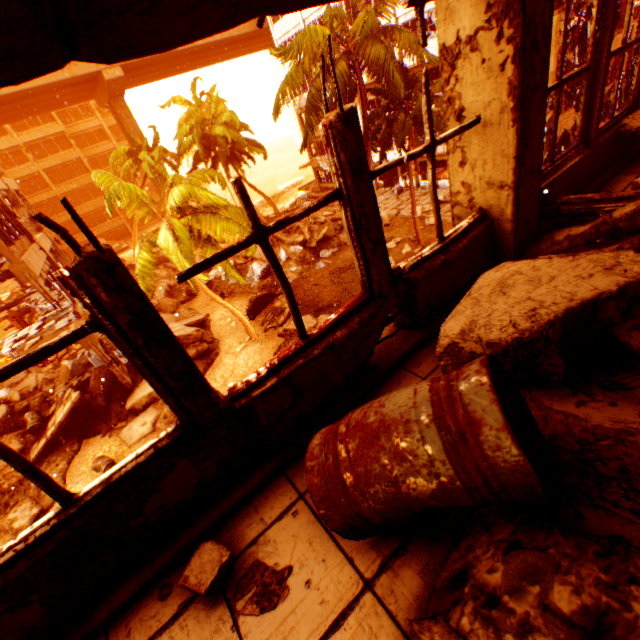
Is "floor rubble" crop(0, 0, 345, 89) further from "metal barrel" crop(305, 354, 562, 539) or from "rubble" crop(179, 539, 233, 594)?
"rubble" crop(179, 539, 233, 594)

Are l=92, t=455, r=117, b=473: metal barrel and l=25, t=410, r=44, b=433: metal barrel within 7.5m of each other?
yes

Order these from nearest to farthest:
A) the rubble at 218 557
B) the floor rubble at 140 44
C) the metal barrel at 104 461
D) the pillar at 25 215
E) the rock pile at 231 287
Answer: the floor rubble at 140 44 → the rubble at 218 557 → the metal barrel at 104 461 → the pillar at 25 215 → the rock pile at 231 287

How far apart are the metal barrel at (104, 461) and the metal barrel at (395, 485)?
11.9m

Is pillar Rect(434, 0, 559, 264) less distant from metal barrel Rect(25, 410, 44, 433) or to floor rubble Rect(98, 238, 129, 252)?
metal barrel Rect(25, 410, 44, 433)

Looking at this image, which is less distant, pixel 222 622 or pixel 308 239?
pixel 222 622

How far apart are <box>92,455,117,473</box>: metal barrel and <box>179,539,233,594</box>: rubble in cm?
1150

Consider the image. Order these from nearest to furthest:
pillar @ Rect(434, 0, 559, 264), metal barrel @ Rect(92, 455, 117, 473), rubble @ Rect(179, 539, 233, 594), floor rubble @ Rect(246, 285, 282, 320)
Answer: rubble @ Rect(179, 539, 233, 594)
pillar @ Rect(434, 0, 559, 264)
metal barrel @ Rect(92, 455, 117, 473)
floor rubble @ Rect(246, 285, 282, 320)
